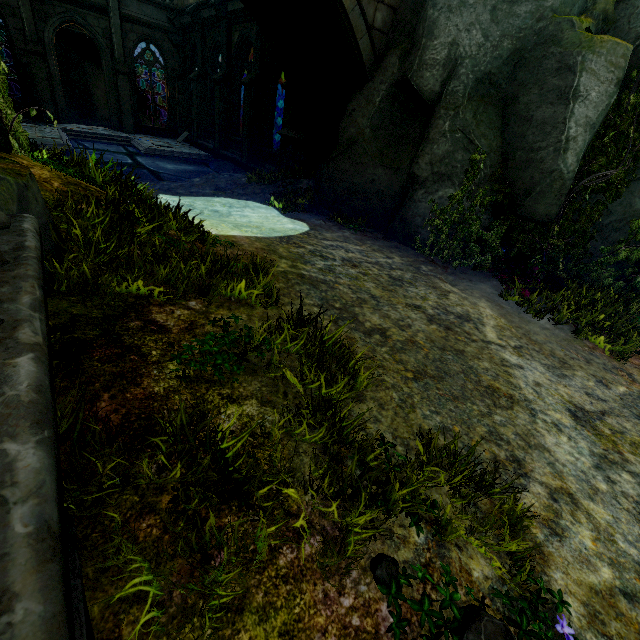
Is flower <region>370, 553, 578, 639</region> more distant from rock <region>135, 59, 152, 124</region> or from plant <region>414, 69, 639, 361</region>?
rock <region>135, 59, 152, 124</region>

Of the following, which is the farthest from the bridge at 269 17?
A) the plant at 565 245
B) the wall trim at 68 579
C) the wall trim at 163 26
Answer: the wall trim at 163 26

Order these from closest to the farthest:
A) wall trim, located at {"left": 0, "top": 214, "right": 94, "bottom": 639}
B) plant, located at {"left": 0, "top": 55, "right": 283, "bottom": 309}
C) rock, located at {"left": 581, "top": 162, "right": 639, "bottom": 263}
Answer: wall trim, located at {"left": 0, "top": 214, "right": 94, "bottom": 639} < plant, located at {"left": 0, "top": 55, "right": 283, "bottom": 309} < rock, located at {"left": 581, "top": 162, "right": 639, "bottom": 263}

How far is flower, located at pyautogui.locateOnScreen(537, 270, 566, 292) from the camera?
6.5m

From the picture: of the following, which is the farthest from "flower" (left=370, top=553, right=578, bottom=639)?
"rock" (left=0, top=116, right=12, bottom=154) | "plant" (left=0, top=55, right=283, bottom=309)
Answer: "plant" (left=0, top=55, right=283, bottom=309)

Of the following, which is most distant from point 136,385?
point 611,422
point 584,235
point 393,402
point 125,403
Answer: point 584,235

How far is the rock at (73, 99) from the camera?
20.05m

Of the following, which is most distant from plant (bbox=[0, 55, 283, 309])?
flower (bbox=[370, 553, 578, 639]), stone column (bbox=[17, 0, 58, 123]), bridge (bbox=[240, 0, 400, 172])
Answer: stone column (bbox=[17, 0, 58, 123])
